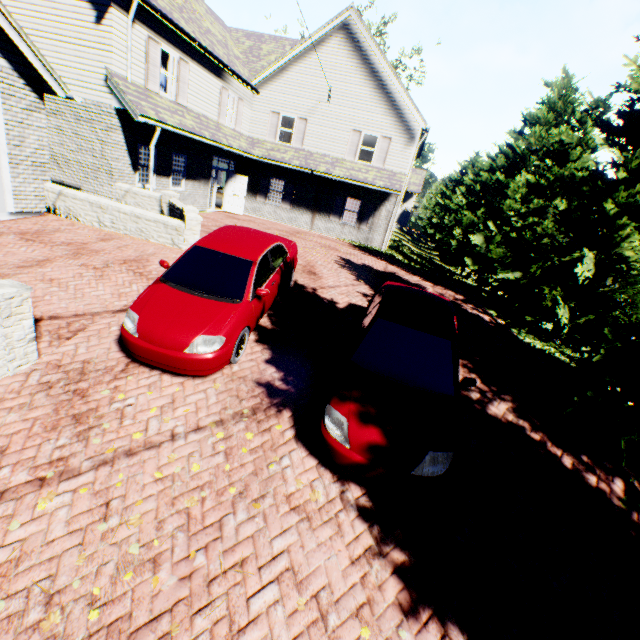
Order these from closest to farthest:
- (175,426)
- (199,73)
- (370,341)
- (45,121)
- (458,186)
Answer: (175,426)
(370,341)
(45,121)
(199,73)
(458,186)

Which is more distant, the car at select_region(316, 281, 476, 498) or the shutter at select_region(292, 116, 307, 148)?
the shutter at select_region(292, 116, 307, 148)

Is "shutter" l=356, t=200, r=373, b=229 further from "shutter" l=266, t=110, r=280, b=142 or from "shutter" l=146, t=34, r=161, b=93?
"shutter" l=146, t=34, r=161, b=93

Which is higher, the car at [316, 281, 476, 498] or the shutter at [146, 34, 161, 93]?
the shutter at [146, 34, 161, 93]

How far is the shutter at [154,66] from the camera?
11.4 meters

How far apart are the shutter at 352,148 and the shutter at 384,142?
0.95m

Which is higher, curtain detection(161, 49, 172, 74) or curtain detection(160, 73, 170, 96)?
curtain detection(161, 49, 172, 74)

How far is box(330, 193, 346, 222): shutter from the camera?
19.55m
